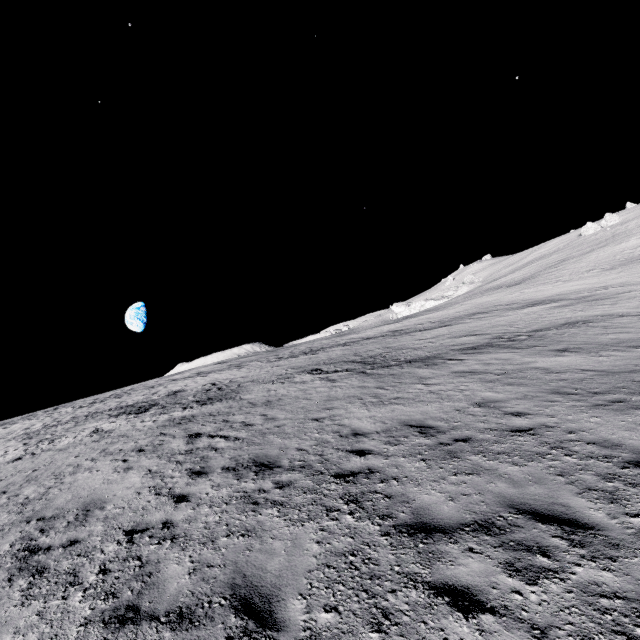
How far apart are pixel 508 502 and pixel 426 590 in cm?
209
